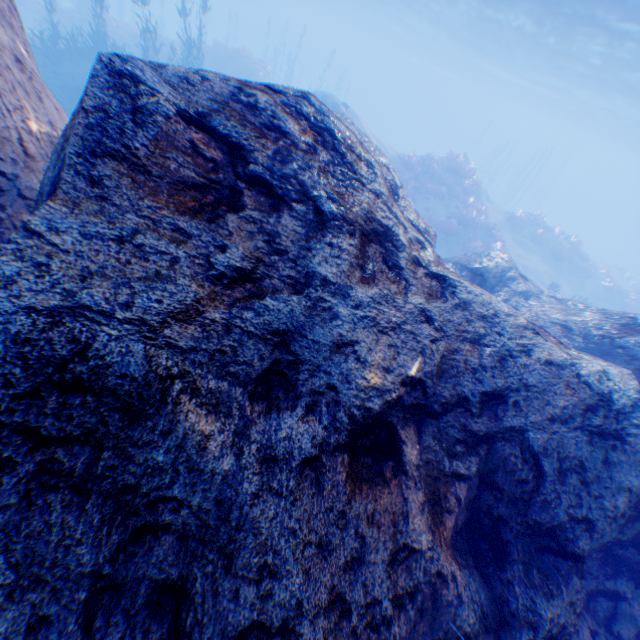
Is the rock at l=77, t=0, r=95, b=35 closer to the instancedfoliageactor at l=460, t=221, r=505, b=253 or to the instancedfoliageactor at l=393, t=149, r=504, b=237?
the instancedfoliageactor at l=393, t=149, r=504, b=237

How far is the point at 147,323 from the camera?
1.93m

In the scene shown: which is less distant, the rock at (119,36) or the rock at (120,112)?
the rock at (120,112)

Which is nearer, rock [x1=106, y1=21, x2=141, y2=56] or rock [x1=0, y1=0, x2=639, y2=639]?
rock [x1=0, y1=0, x2=639, y2=639]

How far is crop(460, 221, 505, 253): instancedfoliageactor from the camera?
20.2m

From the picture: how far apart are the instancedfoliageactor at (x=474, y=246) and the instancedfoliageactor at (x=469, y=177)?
3.9m

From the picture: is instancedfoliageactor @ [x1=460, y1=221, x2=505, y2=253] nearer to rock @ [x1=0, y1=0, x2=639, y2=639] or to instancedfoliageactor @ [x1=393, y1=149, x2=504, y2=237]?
instancedfoliageactor @ [x1=393, y1=149, x2=504, y2=237]

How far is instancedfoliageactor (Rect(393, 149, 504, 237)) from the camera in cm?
2086
